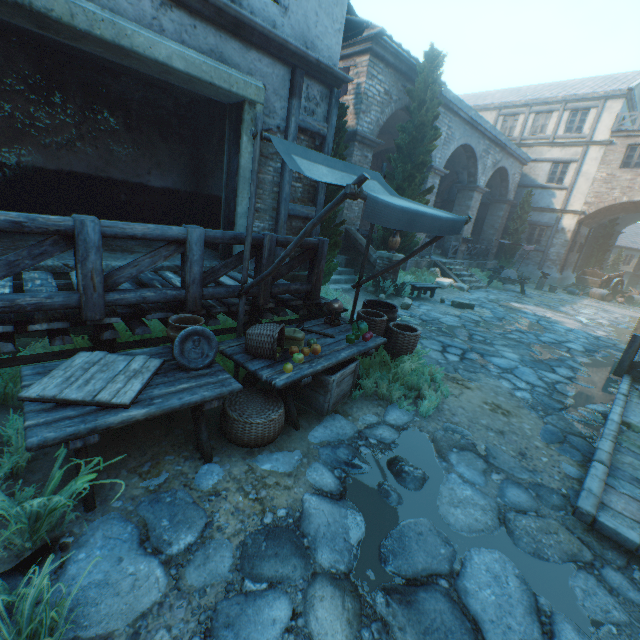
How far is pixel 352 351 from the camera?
4.1m

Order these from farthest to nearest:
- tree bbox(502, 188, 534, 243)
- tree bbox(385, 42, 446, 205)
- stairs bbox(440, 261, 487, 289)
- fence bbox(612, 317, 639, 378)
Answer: tree bbox(502, 188, 534, 243)
stairs bbox(440, 261, 487, 289)
tree bbox(385, 42, 446, 205)
fence bbox(612, 317, 639, 378)

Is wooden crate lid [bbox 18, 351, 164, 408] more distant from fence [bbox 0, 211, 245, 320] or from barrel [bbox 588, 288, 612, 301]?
barrel [bbox 588, 288, 612, 301]

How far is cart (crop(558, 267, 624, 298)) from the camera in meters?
20.4

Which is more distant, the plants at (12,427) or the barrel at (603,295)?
the barrel at (603,295)

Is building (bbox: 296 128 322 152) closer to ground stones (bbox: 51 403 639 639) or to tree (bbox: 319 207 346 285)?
tree (bbox: 319 207 346 285)

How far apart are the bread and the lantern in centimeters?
72cm

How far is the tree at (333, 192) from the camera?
7.5 meters
